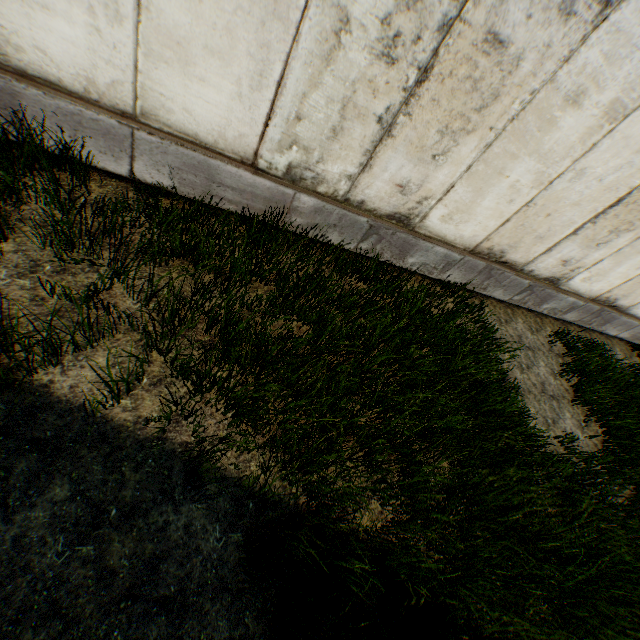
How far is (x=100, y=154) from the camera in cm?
351
